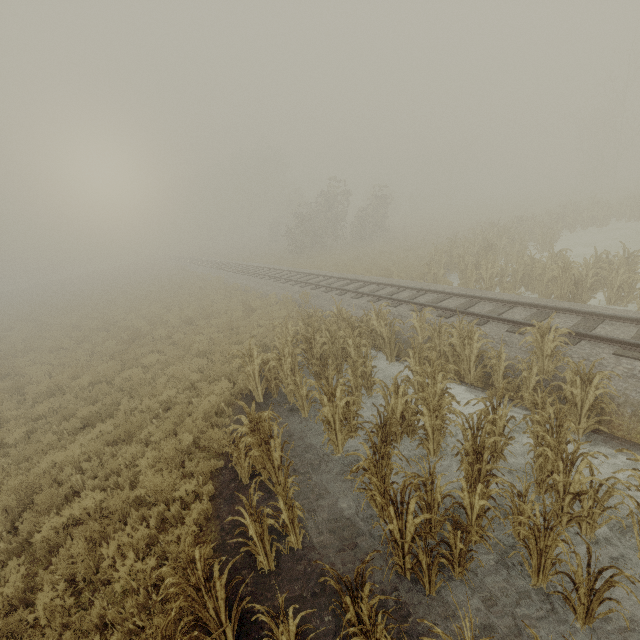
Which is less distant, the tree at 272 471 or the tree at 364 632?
the tree at 364 632

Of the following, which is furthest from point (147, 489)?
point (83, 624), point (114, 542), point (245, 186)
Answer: point (245, 186)

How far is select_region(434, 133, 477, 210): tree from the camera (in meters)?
51.31

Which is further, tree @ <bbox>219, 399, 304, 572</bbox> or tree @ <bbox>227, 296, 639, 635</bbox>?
tree @ <bbox>219, 399, 304, 572</bbox>

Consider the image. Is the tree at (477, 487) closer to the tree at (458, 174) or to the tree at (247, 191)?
the tree at (247, 191)

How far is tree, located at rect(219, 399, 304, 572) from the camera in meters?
4.7

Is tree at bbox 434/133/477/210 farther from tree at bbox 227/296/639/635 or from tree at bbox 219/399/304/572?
tree at bbox 219/399/304/572

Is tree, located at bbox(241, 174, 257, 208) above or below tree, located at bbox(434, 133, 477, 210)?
above
